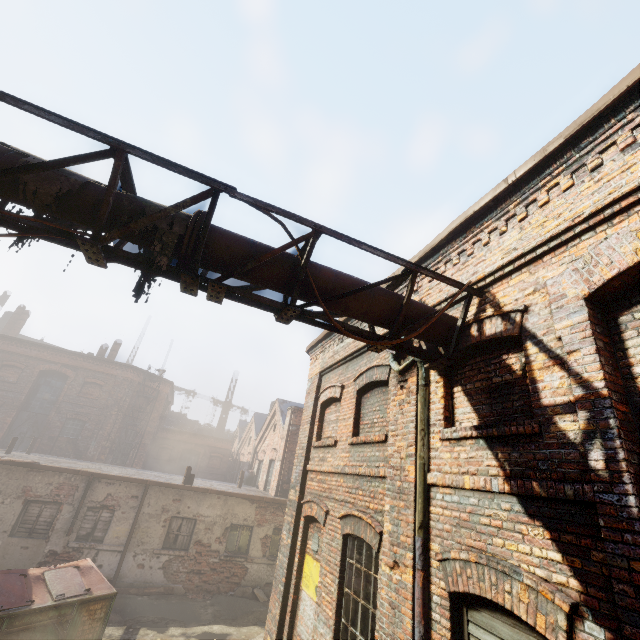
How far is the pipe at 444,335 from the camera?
4.4 meters

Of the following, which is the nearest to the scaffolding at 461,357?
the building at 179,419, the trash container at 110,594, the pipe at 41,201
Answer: the pipe at 41,201

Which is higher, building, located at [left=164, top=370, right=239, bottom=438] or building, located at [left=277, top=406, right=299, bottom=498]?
building, located at [left=164, top=370, right=239, bottom=438]

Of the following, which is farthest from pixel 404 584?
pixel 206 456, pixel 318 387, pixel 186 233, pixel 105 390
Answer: pixel 206 456

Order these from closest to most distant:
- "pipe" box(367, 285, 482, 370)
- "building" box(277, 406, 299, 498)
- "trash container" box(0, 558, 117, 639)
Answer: "pipe" box(367, 285, 482, 370)
"trash container" box(0, 558, 117, 639)
"building" box(277, 406, 299, 498)

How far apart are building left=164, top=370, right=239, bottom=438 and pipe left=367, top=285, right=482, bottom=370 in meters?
43.3

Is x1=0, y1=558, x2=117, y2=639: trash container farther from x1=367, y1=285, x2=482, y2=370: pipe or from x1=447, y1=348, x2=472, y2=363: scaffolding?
x1=447, y1=348, x2=472, y2=363: scaffolding

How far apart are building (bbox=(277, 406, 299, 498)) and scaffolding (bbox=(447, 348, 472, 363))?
15.3m
